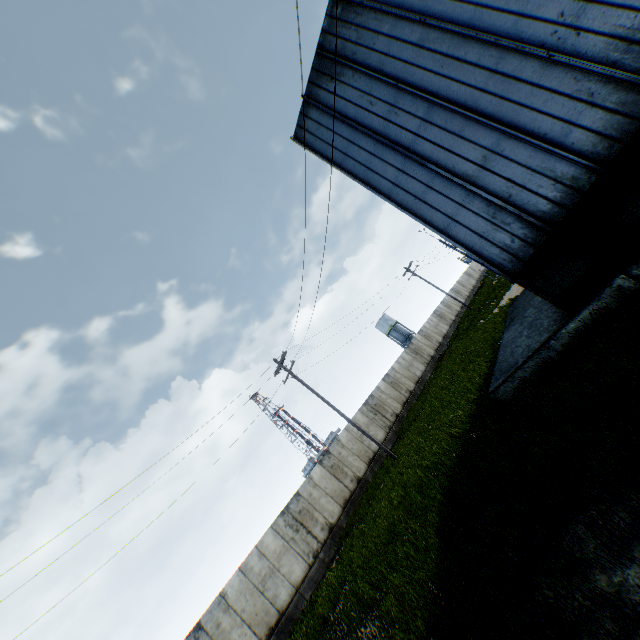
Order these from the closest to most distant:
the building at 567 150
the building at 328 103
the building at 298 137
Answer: the building at 567 150 → the building at 328 103 → the building at 298 137

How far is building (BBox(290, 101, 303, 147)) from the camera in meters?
12.1

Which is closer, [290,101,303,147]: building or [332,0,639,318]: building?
[332,0,639,318]: building

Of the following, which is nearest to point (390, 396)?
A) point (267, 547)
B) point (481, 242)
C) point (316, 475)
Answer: point (316, 475)

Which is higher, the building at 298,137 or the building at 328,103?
the building at 298,137

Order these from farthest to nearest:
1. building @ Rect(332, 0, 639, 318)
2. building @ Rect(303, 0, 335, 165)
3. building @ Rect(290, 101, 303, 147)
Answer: building @ Rect(290, 101, 303, 147) → building @ Rect(303, 0, 335, 165) → building @ Rect(332, 0, 639, 318)
